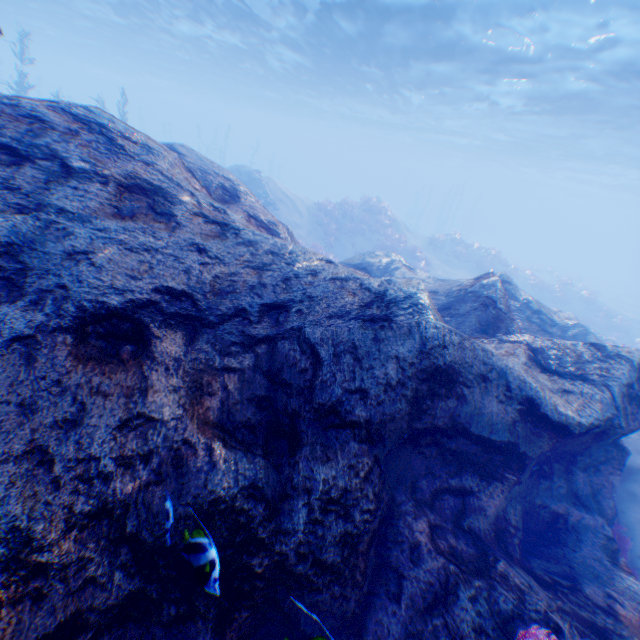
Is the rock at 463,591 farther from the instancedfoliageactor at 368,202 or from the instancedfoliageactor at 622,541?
the instancedfoliageactor at 368,202

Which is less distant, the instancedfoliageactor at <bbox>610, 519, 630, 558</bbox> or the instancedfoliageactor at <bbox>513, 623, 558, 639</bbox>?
the instancedfoliageactor at <bbox>513, 623, 558, 639</bbox>

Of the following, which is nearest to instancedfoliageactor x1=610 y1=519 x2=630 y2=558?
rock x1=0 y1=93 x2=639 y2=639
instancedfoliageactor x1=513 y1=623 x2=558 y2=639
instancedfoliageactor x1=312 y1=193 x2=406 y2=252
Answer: rock x1=0 y1=93 x2=639 y2=639

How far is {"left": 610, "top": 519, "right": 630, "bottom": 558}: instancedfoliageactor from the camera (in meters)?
5.51

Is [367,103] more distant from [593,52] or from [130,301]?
[130,301]

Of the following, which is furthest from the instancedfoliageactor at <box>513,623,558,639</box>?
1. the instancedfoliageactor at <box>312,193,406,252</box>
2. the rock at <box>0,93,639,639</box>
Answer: the instancedfoliageactor at <box>312,193,406,252</box>

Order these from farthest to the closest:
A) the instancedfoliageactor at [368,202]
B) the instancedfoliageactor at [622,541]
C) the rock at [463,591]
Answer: the instancedfoliageactor at [368,202] → the instancedfoliageactor at [622,541] → the rock at [463,591]

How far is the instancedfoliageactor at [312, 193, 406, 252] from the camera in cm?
2311
